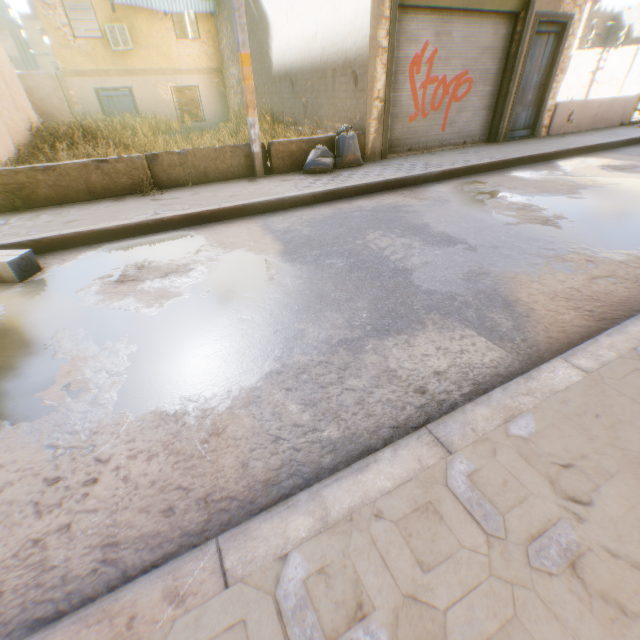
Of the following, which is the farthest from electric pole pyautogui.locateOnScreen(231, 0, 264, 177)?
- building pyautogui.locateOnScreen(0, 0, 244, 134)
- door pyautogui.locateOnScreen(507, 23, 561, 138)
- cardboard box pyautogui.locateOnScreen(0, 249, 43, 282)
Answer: door pyautogui.locateOnScreen(507, 23, 561, 138)

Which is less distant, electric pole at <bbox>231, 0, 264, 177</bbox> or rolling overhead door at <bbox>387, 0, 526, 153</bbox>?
electric pole at <bbox>231, 0, 264, 177</bbox>

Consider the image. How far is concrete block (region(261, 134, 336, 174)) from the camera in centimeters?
693cm

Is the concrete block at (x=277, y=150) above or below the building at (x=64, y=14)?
below

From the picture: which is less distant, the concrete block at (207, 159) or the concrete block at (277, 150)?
the concrete block at (207, 159)

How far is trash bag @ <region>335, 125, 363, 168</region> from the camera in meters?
7.1

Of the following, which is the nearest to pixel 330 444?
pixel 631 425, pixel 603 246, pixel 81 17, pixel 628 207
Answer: pixel 631 425
